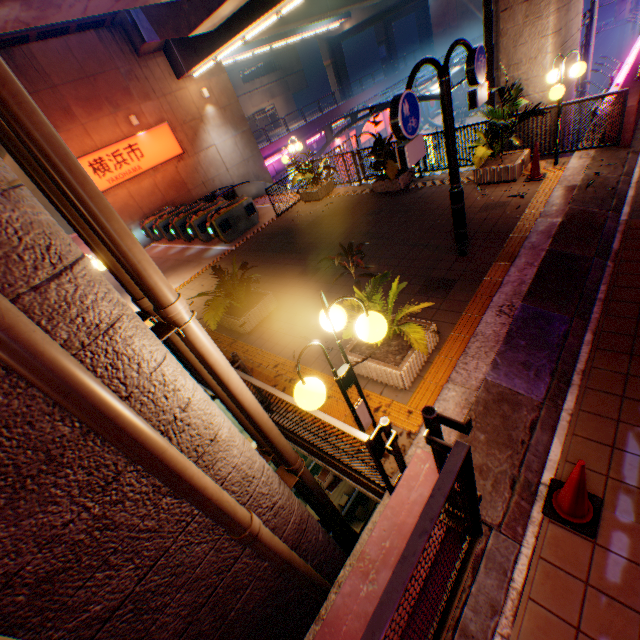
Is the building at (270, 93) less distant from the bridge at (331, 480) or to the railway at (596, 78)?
the bridge at (331, 480)

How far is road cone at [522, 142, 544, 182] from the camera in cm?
750

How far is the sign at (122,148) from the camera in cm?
1531

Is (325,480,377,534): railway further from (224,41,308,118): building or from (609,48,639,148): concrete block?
(224,41,308,118): building

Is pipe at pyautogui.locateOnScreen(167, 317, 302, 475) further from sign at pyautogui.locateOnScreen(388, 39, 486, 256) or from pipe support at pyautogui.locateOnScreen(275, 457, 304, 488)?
sign at pyautogui.locateOnScreen(388, 39, 486, 256)

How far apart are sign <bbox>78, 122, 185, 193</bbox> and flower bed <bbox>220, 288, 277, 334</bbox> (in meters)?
12.61

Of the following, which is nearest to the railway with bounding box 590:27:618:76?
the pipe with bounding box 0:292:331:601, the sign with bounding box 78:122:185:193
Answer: the pipe with bounding box 0:292:331:601

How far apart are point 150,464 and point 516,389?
4.05m
